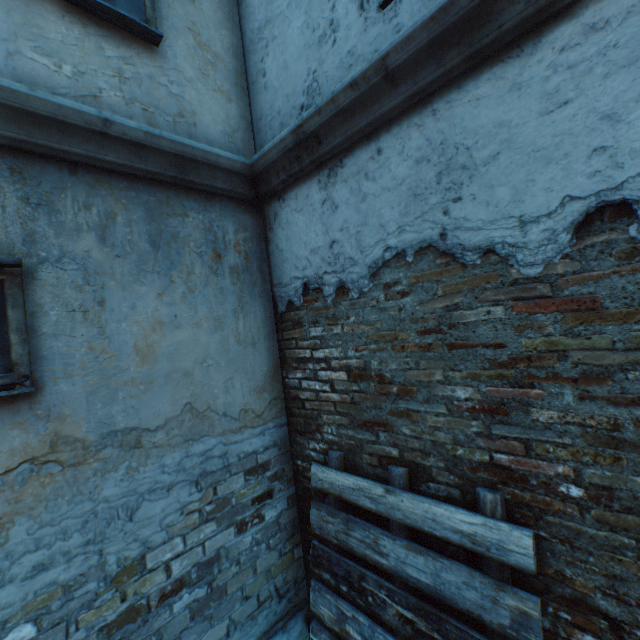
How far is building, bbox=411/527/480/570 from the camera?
1.9m

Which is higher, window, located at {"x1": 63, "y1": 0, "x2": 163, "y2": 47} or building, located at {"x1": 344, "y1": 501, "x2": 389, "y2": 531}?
window, located at {"x1": 63, "y1": 0, "x2": 163, "y2": 47}

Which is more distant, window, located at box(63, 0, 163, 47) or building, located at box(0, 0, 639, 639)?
window, located at box(63, 0, 163, 47)

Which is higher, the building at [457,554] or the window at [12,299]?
the window at [12,299]

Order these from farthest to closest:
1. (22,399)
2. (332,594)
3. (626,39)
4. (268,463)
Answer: (268,463)
(332,594)
(22,399)
(626,39)

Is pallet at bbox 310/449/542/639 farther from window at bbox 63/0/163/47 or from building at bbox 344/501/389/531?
window at bbox 63/0/163/47

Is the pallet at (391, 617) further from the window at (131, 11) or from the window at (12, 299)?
the window at (131, 11)
